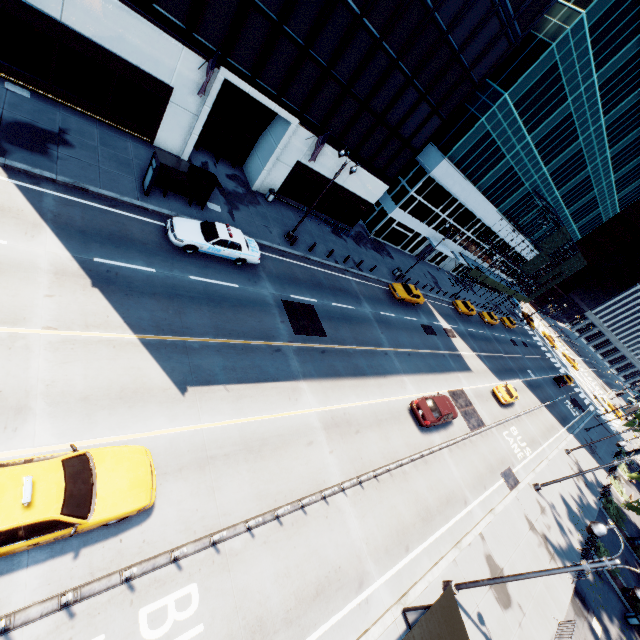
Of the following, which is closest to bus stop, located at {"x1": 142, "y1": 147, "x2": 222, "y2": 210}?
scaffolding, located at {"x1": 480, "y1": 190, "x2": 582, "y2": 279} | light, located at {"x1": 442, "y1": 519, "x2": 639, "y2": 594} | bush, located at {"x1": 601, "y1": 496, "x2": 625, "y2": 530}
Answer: light, located at {"x1": 442, "y1": 519, "x2": 639, "y2": 594}

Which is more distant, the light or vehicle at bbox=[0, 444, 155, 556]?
the light

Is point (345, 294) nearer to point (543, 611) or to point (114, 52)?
point (114, 52)

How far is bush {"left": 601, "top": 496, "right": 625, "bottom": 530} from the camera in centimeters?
3216cm

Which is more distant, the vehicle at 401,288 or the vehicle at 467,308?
the vehicle at 467,308

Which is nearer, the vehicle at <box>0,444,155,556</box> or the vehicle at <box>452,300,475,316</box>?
the vehicle at <box>0,444,155,556</box>

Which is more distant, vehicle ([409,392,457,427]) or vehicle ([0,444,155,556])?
vehicle ([409,392,457,427])

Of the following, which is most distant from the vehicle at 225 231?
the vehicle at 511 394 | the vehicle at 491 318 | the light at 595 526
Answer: the vehicle at 491 318
